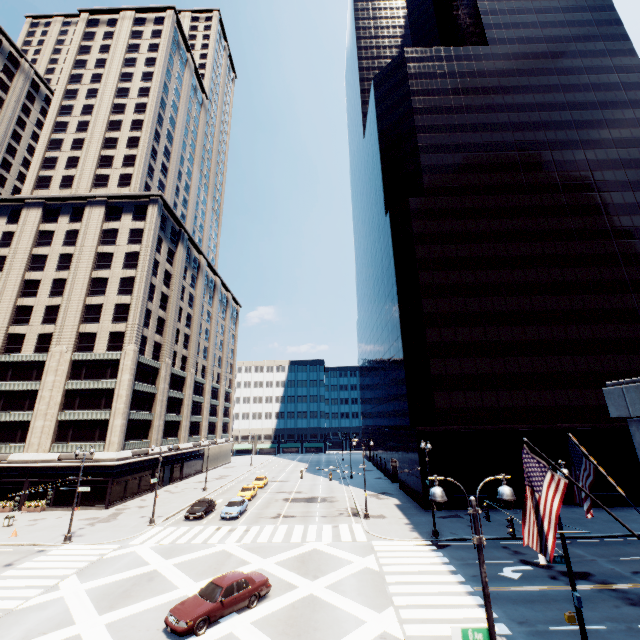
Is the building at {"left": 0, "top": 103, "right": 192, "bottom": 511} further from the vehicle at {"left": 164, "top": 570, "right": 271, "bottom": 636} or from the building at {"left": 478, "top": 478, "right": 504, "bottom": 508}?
the building at {"left": 478, "top": 478, "right": 504, "bottom": 508}

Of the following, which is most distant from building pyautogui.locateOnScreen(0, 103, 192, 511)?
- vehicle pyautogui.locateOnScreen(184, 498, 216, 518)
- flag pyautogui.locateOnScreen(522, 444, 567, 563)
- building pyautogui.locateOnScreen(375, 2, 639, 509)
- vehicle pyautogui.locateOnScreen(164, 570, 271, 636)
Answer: flag pyautogui.locateOnScreen(522, 444, 567, 563)

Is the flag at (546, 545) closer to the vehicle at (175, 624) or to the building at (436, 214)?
the vehicle at (175, 624)

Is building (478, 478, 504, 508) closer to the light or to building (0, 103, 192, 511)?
the light

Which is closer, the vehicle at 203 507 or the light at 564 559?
the light at 564 559

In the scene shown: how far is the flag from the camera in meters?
7.6 m

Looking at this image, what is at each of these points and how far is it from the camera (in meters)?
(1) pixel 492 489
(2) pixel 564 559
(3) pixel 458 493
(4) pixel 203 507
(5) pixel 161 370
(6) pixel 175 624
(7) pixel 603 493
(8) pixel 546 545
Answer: (1) building, 35.00
(2) light, 12.15
(3) building, 34.94
(4) vehicle, 33.97
(5) building, 50.50
(6) vehicle, 14.45
(7) building, 34.66
(8) flag, 7.48
